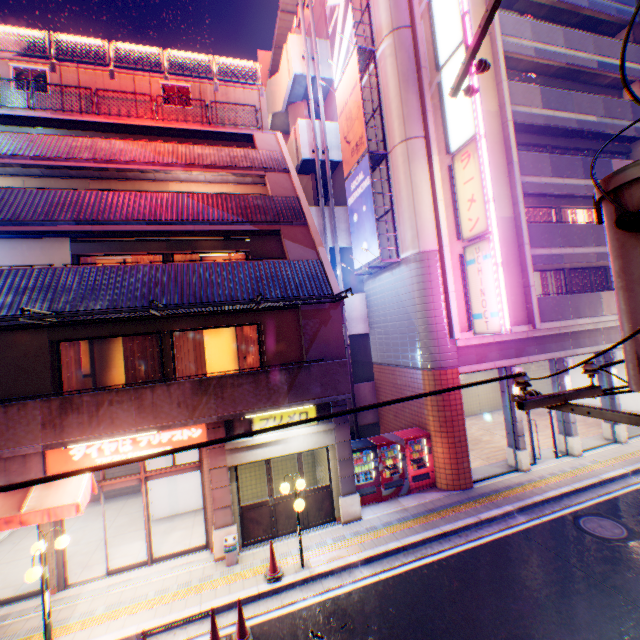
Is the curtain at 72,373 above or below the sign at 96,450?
above

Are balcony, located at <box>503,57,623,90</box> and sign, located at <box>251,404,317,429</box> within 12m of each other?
no

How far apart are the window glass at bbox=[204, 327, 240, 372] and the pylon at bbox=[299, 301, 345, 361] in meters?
2.0

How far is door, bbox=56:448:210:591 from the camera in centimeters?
893cm

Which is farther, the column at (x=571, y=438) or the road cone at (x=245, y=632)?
the column at (x=571, y=438)

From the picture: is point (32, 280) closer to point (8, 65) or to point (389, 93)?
point (8, 65)

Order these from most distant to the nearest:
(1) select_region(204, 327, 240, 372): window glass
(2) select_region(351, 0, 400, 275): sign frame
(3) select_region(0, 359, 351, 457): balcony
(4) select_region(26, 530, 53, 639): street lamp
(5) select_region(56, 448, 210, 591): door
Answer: (2) select_region(351, 0, 400, 275): sign frame, (1) select_region(204, 327, 240, 372): window glass, (5) select_region(56, 448, 210, 591): door, (3) select_region(0, 359, 351, 457): balcony, (4) select_region(26, 530, 53, 639): street lamp

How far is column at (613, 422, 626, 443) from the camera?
14.42m
